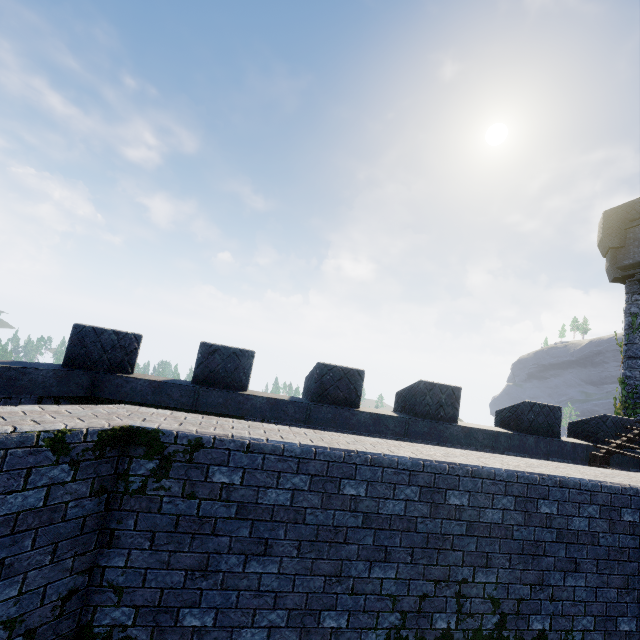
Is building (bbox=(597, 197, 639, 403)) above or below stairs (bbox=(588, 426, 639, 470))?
above

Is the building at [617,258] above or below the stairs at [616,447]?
above

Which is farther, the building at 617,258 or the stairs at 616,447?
the building at 617,258

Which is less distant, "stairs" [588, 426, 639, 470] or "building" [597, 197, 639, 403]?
"stairs" [588, 426, 639, 470]

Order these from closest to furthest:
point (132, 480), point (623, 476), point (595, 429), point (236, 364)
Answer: point (132, 480) → point (623, 476) → point (236, 364) → point (595, 429)
